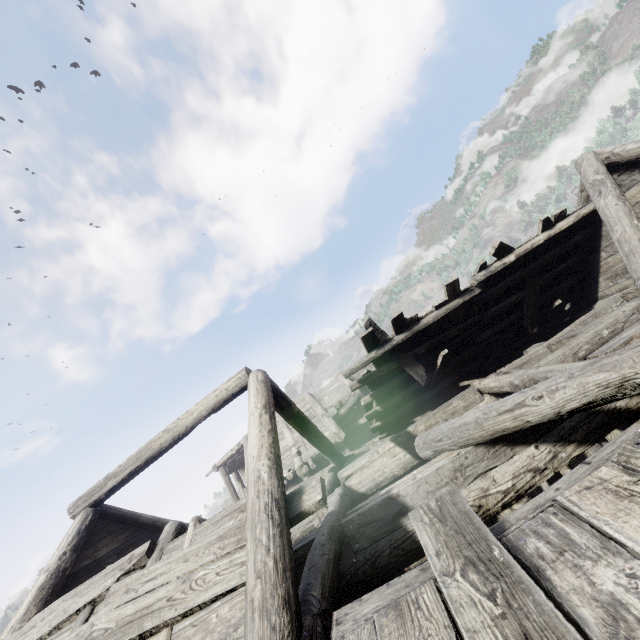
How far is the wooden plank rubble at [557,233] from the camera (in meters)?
7.84

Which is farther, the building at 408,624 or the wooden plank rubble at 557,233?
the wooden plank rubble at 557,233

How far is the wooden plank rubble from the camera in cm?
784

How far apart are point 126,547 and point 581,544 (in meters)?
8.88

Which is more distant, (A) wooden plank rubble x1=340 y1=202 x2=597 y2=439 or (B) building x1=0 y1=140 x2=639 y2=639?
(A) wooden plank rubble x1=340 y1=202 x2=597 y2=439
